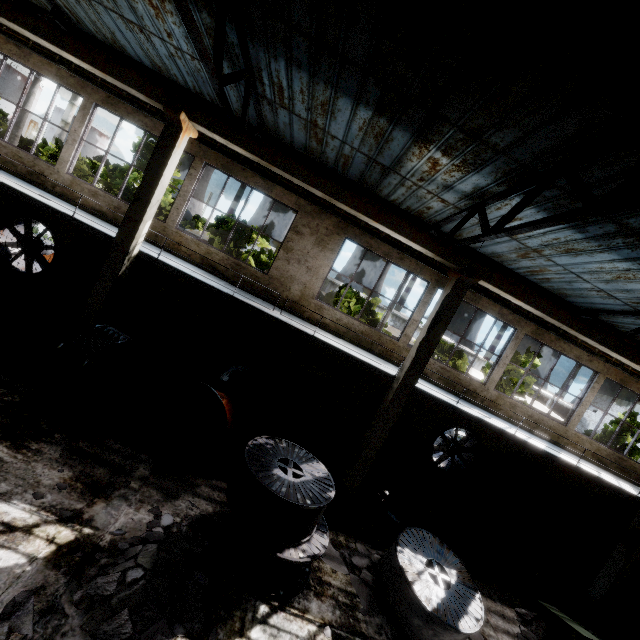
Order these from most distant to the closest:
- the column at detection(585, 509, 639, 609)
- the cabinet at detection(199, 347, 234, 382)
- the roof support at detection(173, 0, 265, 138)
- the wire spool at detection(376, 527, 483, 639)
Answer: the cabinet at detection(199, 347, 234, 382), the column at detection(585, 509, 639, 609), the wire spool at detection(376, 527, 483, 639), the roof support at detection(173, 0, 265, 138)

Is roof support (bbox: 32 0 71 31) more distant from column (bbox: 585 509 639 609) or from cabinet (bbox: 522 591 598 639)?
column (bbox: 585 509 639 609)

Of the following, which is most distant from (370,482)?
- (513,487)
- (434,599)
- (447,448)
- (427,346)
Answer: (513,487)

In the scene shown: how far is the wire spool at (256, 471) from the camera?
5.82m

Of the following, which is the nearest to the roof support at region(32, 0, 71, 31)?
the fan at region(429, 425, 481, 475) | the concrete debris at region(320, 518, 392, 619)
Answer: the concrete debris at region(320, 518, 392, 619)

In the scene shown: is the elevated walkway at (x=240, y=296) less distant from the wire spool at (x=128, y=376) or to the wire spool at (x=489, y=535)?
the wire spool at (x=128, y=376)

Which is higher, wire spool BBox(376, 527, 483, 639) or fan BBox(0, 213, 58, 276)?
fan BBox(0, 213, 58, 276)

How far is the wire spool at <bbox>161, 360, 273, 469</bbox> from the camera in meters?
7.6
